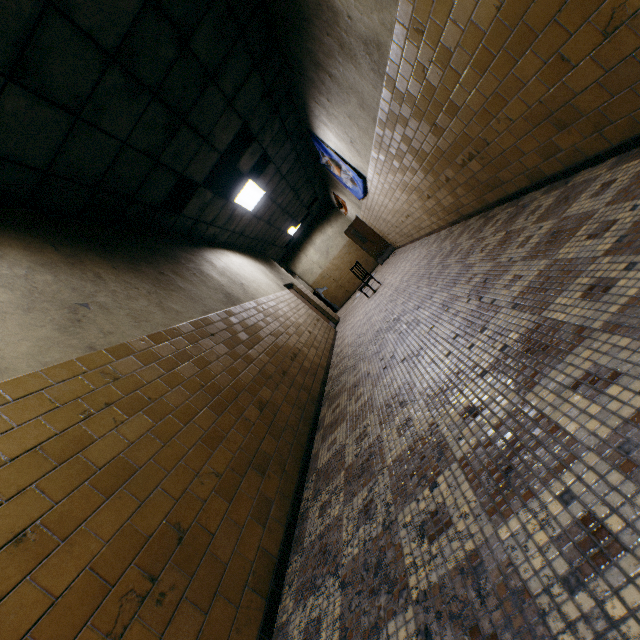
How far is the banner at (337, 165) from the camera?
7.5 meters

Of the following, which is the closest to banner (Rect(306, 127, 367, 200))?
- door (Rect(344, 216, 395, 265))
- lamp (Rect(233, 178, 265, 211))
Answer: lamp (Rect(233, 178, 265, 211))

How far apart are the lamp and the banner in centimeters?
169cm

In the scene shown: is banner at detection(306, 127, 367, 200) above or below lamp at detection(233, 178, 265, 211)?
below

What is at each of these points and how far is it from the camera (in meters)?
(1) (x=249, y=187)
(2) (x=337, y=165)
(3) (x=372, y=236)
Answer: (1) lamp, 7.57
(2) banner, 8.10
(3) door, 13.32

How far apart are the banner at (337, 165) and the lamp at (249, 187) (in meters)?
1.69

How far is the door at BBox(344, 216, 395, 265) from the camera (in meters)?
13.29
